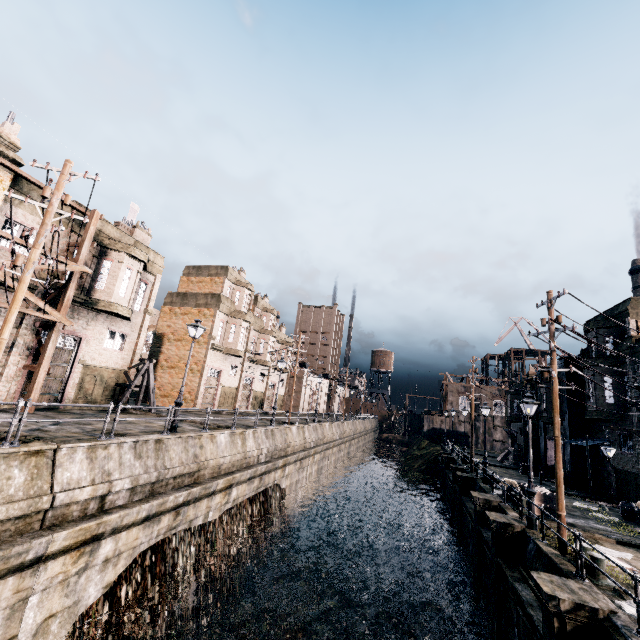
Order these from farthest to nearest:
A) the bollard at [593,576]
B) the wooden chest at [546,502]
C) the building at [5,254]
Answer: the wooden chest at [546,502] < the building at [5,254] < the bollard at [593,576]

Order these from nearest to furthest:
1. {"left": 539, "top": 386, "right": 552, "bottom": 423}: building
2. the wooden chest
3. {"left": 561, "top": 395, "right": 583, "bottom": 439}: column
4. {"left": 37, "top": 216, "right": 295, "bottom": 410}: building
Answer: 1. the wooden chest
2. {"left": 37, "top": 216, "right": 295, "bottom": 410}: building
3. {"left": 561, "top": 395, "right": 583, "bottom": 439}: column
4. {"left": 539, "top": 386, "right": 552, "bottom": 423}: building

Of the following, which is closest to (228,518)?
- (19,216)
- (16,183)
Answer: (19,216)

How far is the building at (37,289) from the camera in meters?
17.8 m

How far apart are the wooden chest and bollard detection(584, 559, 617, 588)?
6.86m

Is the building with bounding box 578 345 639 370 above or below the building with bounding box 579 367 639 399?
above

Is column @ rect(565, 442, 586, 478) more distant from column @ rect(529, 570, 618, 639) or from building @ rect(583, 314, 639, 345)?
column @ rect(529, 570, 618, 639)

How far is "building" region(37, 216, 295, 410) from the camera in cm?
2091
